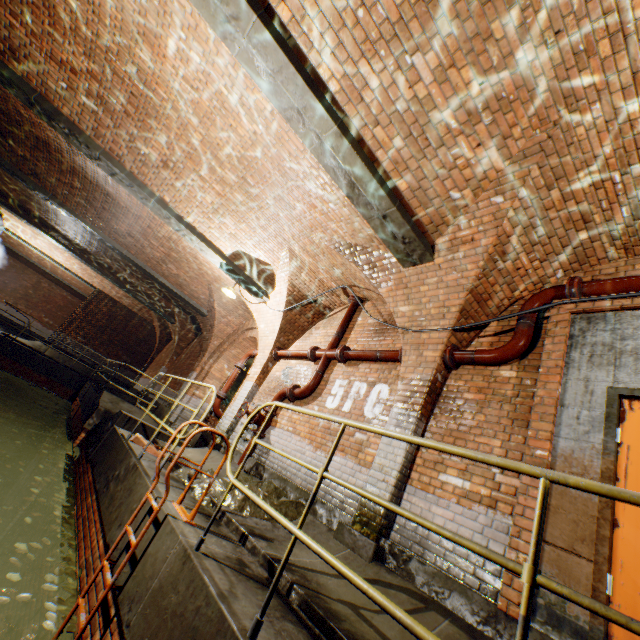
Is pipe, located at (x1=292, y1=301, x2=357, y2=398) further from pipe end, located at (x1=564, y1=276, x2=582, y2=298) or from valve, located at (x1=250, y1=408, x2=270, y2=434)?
pipe end, located at (x1=564, y1=276, x2=582, y2=298)

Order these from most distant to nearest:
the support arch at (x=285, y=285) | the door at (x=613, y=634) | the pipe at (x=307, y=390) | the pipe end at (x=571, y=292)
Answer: the support arch at (x=285, y=285), the pipe at (x=307, y=390), the pipe end at (x=571, y=292), the door at (x=613, y=634)

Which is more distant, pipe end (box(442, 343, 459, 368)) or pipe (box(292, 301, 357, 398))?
pipe (box(292, 301, 357, 398))

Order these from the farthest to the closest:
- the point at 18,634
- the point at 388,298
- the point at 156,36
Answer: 1. the point at 388,298
2. the point at 156,36
3. the point at 18,634

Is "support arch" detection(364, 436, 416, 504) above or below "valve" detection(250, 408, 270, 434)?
below

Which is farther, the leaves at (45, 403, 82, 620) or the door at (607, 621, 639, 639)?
the leaves at (45, 403, 82, 620)

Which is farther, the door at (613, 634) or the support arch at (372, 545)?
the support arch at (372, 545)

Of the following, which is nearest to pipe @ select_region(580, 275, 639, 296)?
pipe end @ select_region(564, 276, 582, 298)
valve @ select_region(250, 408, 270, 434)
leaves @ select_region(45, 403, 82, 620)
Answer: pipe end @ select_region(564, 276, 582, 298)
